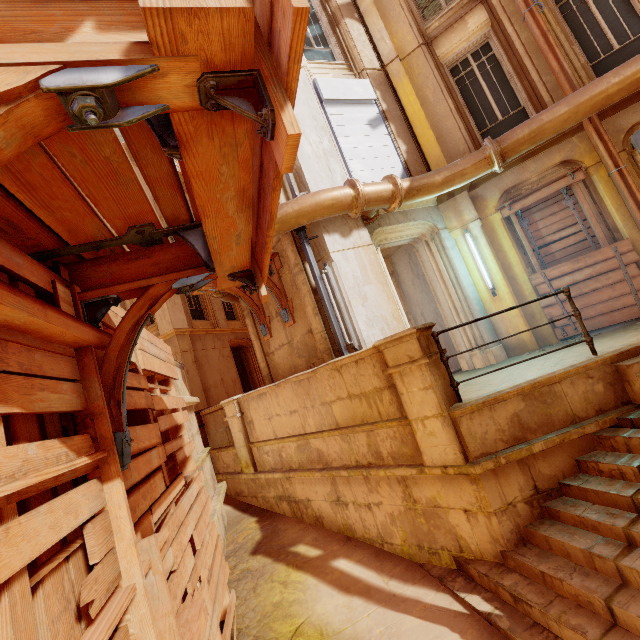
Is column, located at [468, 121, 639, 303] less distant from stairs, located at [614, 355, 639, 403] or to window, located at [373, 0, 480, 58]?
stairs, located at [614, 355, 639, 403]

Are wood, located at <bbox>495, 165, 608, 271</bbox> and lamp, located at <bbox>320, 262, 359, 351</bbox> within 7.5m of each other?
yes

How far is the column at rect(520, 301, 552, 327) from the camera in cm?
688

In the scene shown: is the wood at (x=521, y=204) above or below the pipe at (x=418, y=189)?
below

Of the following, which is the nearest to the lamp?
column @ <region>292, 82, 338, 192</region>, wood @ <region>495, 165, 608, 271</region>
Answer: column @ <region>292, 82, 338, 192</region>

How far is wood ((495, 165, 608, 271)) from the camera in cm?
653

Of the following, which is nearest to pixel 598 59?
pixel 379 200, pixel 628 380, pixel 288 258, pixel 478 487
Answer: pixel 379 200

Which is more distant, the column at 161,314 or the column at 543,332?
the column at 161,314
